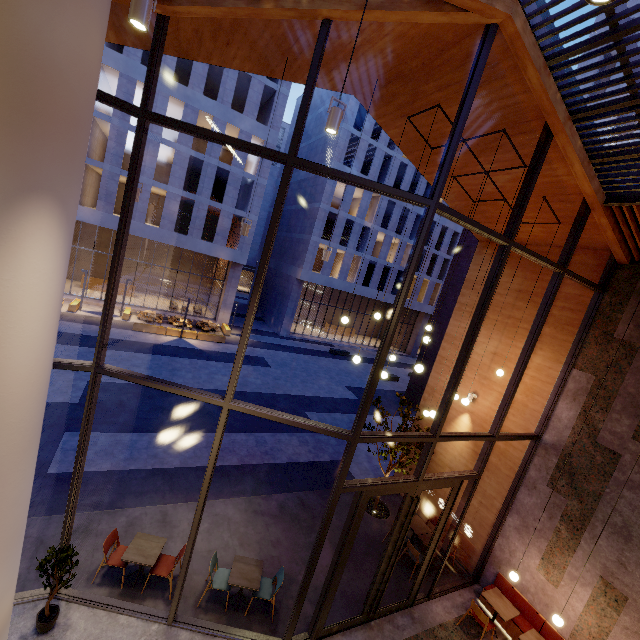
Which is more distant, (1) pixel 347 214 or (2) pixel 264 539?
(1) pixel 347 214

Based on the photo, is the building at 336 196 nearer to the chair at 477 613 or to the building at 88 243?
the building at 88 243

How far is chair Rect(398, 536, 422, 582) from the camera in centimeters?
847cm

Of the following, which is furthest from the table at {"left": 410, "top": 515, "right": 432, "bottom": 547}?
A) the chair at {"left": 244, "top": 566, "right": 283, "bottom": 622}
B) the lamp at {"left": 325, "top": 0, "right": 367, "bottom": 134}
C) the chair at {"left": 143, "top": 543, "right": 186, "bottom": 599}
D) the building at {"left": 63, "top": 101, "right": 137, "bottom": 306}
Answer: the building at {"left": 63, "top": 101, "right": 137, "bottom": 306}

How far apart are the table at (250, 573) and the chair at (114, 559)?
2.05m

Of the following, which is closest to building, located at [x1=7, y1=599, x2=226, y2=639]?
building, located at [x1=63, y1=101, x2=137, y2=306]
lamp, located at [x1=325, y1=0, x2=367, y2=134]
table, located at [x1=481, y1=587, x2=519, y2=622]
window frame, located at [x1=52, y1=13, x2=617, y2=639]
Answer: window frame, located at [x1=52, y1=13, x2=617, y2=639]

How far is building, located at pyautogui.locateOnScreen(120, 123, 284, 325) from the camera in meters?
23.7 m

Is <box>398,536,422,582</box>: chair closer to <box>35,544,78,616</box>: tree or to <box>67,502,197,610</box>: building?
<box>67,502,197,610</box>: building
